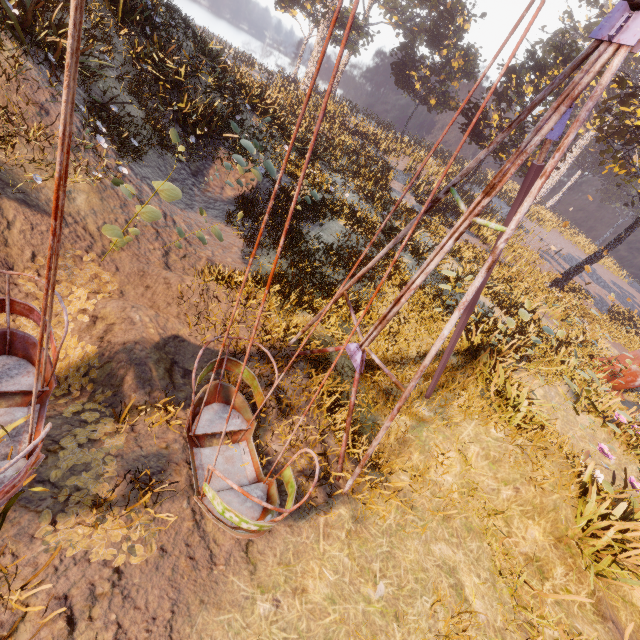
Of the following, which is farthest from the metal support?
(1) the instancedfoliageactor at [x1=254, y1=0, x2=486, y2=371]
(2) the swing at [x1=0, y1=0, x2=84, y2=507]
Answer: (2) the swing at [x1=0, y1=0, x2=84, y2=507]

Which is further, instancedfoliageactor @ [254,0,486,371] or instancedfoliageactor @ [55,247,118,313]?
instancedfoliageactor @ [254,0,486,371]

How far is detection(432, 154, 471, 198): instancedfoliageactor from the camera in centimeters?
2796cm

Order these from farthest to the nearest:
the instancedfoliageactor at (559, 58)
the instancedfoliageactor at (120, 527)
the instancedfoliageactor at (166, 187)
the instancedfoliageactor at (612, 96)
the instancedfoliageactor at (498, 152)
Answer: the instancedfoliageactor at (498, 152) < the instancedfoliageactor at (559, 58) < the instancedfoliageactor at (612, 96) < the instancedfoliageactor at (166, 187) < the instancedfoliageactor at (120, 527)

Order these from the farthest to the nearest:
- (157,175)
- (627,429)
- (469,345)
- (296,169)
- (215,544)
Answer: (296,169), (469,345), (157,175), (627,429), (215,544)

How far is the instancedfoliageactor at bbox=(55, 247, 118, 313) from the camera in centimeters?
584cm

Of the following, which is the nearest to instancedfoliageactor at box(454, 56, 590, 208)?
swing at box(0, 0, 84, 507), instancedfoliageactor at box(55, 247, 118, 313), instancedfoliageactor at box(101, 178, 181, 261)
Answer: swing at box(0, 0, 84, 507)

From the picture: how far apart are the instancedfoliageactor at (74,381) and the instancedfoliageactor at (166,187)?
1.6 meters
